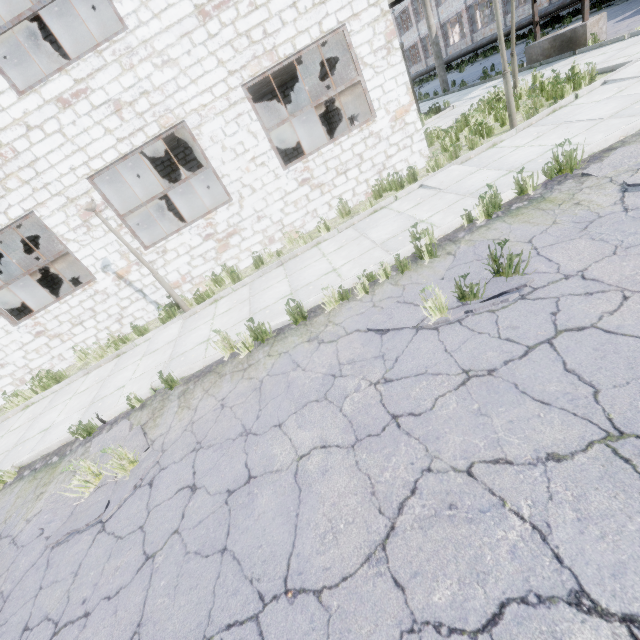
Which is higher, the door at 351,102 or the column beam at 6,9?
the column beam at 6,9

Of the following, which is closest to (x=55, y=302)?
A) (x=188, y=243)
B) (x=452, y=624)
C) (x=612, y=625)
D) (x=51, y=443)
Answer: (x=188, y=243)

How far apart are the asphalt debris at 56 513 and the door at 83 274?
14.7 meters

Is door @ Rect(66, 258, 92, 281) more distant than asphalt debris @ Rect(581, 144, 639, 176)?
Yes

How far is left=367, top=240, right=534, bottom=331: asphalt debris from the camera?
3.7m

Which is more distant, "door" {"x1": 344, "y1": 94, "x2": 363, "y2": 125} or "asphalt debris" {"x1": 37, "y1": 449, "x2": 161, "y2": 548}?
"door" {"x1": 344, "y1": 94, "x2": 363, "y2": 125}

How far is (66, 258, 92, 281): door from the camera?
16.4m

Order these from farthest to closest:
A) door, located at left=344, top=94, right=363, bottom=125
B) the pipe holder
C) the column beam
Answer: door, located at left=344, top=94, right=363, bottom=125
the column beam
the pipe holder
